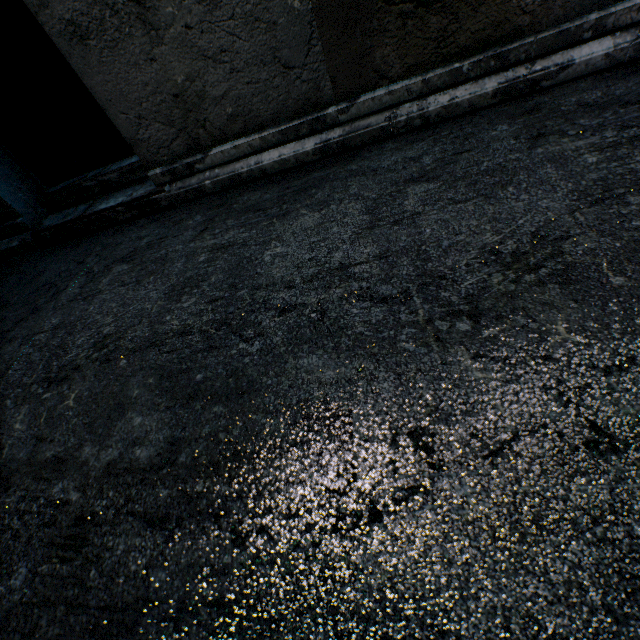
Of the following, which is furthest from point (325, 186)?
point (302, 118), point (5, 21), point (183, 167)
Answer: point (5, 21)
